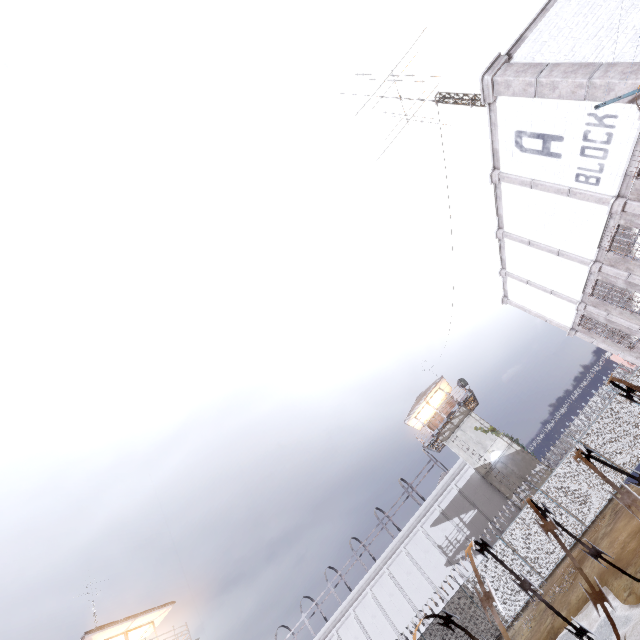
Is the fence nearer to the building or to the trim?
the trim

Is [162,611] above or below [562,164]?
above

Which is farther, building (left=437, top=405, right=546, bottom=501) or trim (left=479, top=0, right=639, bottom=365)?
building (left=437, top=405, right=546, bottom=501)

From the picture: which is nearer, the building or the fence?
the fence

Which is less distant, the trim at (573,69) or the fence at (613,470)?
the fence at (613,470)

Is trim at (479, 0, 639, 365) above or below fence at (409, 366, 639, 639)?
above

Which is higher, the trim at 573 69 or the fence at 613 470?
the trim at 573 69

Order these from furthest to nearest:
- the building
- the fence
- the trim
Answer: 1. the building
2. the trim
3. the fence
